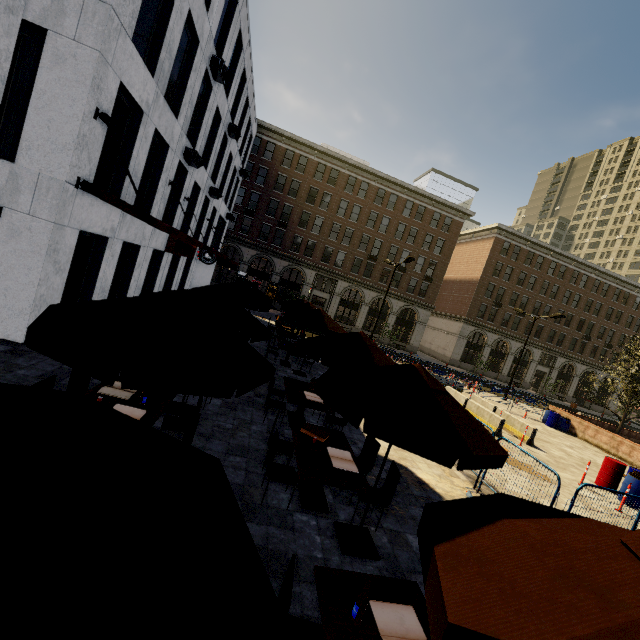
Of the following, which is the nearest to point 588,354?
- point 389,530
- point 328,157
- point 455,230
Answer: point 455,230

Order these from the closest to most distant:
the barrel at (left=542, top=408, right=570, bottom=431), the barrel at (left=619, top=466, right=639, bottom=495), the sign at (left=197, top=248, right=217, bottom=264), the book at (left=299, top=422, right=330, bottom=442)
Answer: the book at (left=299, top=422, right=330, bottom=442)
the barrel at (left=619, top=466, right=639, bottom=495)
the barrel at (left=542, top=408, right=570, bottom=431)
the sign at (left=197, top=248, right=217, bottom=264)

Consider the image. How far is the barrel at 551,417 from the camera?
21.3m

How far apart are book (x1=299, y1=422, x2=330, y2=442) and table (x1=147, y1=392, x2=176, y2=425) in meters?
2.5

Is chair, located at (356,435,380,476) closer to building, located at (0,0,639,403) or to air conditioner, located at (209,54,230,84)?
air conditioner, located at (209,54,230,84)

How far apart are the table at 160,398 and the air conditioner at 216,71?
14.1 meters

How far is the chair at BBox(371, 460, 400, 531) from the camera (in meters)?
5.38

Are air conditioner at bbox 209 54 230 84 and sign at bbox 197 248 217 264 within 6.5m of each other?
no
